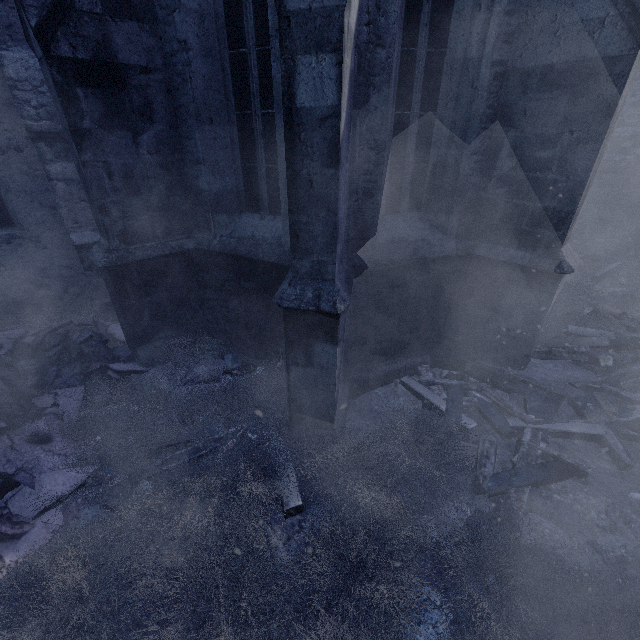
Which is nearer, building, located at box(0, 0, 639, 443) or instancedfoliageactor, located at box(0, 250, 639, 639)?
instancedfoliageactor, located at box(0, 250, 639, 639)

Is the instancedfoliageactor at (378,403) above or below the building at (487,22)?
below

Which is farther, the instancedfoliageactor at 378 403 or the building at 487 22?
the building at 487 22

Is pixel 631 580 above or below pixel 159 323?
below

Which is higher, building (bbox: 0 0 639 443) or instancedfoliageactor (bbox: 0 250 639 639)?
building (bbox: 0 0 639 443)
